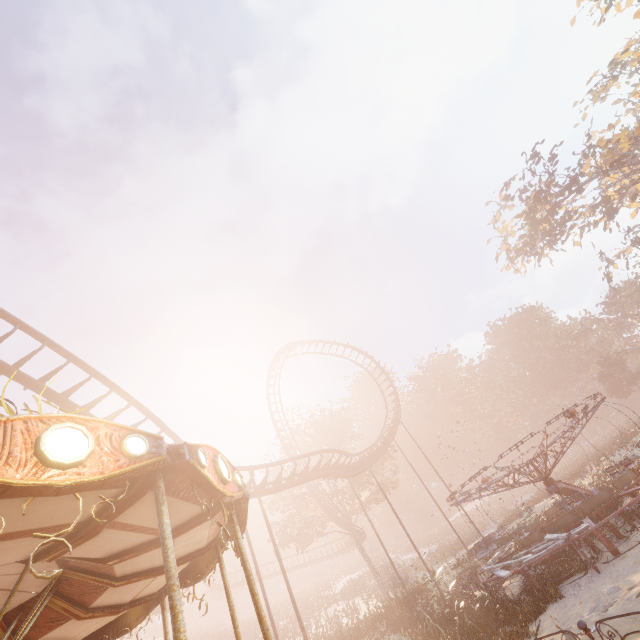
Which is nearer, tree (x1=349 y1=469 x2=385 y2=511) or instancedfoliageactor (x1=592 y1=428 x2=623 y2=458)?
instancedfoliageactor (x1=592 y1=428 x2=623 y2=458)

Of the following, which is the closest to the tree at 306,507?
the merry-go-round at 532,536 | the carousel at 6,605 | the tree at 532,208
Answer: the merry-go-round at 532,536

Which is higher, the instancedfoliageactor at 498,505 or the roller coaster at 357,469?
the roller coaster at 357,469

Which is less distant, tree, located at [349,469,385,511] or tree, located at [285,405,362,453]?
tree, located at [349,469,385,511]

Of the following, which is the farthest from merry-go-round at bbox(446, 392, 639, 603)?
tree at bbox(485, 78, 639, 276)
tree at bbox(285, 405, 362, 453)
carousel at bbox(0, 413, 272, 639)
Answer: tree at bbox(485, 78, 639, 276)

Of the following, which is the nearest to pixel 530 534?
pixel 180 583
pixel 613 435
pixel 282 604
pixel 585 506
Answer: pixel 585 506

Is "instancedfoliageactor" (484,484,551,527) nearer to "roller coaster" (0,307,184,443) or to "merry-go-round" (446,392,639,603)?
"merry-go-round" (446,392,639,603)

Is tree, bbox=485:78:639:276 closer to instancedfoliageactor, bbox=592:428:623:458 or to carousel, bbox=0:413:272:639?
instancedfoliageactor, bbox=592:428:623:458
